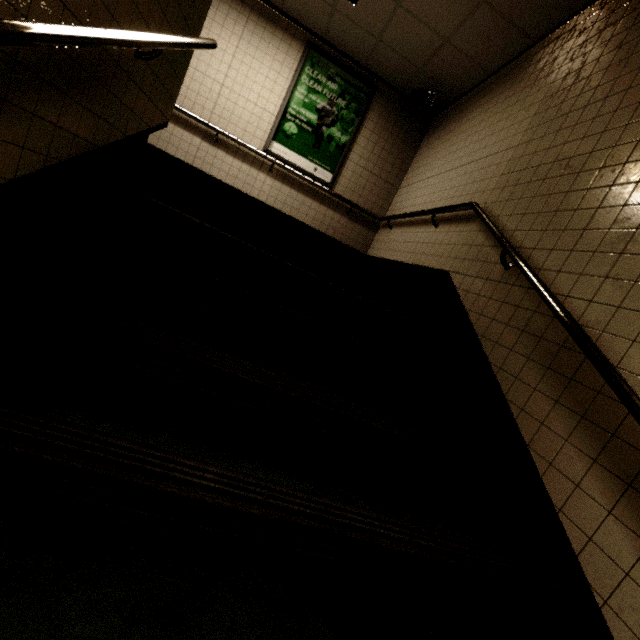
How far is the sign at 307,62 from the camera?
5.1m

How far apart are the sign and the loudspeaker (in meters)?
0.69

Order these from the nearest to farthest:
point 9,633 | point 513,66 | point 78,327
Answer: point 9,633 < point 78,327 < point 513,66

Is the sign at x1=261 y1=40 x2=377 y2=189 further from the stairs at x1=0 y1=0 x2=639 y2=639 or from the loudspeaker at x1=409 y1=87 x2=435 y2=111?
the stairs at x1=0 y1=0 x2=639 y2=639

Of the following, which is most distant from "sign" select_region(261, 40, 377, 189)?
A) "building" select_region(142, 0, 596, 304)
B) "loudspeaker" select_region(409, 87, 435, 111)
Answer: "loudspeaker" select_region(409, 87, 435, 111)

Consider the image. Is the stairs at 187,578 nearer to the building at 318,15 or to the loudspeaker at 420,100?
the building at 318,15
